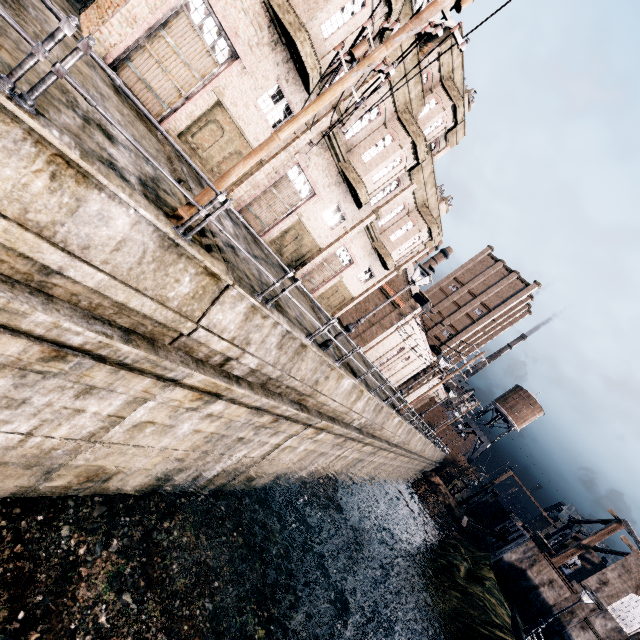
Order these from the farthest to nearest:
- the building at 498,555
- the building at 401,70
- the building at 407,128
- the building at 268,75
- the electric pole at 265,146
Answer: the building at 498,555 → the building at 407,128 → the building at 401,70 → the building at 268,75 → the electric pole at 265,146

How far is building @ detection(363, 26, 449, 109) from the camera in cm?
1631

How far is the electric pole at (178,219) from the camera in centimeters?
715cm

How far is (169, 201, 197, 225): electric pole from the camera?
7.2m

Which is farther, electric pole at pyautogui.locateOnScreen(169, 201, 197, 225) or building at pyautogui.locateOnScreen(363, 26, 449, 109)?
building at pyautogui.locateOnScreen(363, 26, 449, 109)

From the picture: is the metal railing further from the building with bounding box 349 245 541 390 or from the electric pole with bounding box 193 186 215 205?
the building with bounding box 349 245 541 390

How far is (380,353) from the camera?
43.75m

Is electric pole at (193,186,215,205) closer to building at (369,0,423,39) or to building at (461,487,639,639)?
building at (369,0,423,39)
